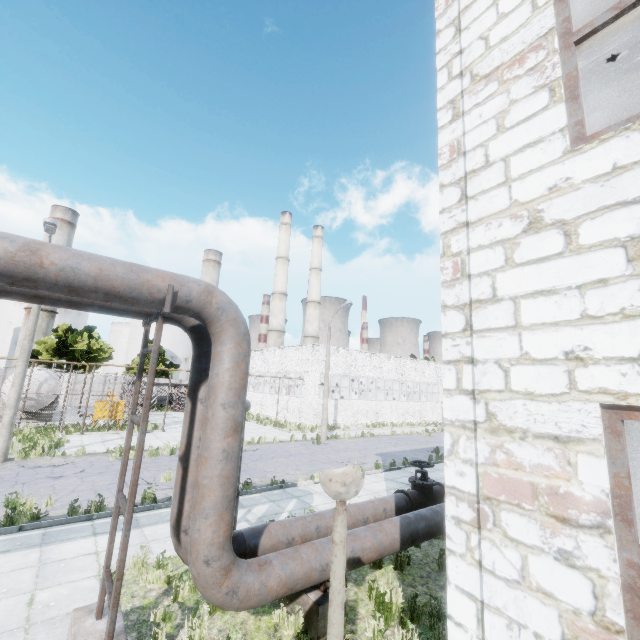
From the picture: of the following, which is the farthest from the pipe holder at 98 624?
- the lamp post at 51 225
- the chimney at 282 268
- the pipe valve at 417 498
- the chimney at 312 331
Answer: the chimney at 312 331

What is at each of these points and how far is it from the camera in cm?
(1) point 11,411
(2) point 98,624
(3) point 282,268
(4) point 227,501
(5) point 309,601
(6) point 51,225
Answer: (1) lamp post, 1383
(2) pipe holder, 433
(3) chimney, 5294
(4) pipe, 441
(5) pipe holder, 525
(6) lamp post, 1381

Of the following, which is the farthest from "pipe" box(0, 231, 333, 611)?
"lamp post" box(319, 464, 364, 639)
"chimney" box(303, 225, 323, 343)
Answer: "chimney" box(303, 225, 323, 343)

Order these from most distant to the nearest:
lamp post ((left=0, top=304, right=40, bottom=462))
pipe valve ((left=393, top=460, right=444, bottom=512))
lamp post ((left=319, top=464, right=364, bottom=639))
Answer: lamp post ((left=0, top=304, right=40, bottom=462))
pipe valve ((left=393, top=460, right=444, bottom=512))
lamp post ((left=319, top=464, right=364, bottom=639))

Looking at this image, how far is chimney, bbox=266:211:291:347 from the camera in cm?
5062

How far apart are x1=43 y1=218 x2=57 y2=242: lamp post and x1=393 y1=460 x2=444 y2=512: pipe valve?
16.0 meters

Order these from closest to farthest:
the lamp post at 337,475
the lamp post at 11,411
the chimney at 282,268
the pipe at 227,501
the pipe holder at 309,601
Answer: the lamp post at 337,475
the pipe at 227,501
the pipe holder at 309,601
the lamp post at 11,411
the chimney at 282,268

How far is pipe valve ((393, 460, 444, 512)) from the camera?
8.2 meters
